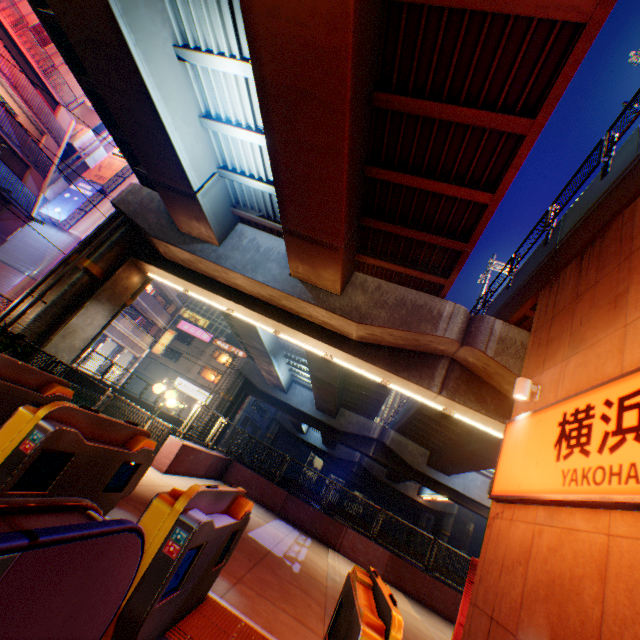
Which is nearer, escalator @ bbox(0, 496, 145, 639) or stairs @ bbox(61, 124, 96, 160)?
escalator @ bbox(0, 496, 145, 639)

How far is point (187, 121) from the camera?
9.38m

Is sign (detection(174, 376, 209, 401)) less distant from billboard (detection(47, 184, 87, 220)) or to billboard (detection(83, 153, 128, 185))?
billboard (detection(47, 184, 87, 220))

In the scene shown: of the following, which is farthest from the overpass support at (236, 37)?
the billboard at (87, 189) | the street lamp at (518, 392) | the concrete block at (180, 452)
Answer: the billboard at (87, 189)

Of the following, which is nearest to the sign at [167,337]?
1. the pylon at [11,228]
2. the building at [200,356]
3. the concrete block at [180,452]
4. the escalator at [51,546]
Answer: the building at [200,356]

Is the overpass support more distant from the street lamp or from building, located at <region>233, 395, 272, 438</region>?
the street lamp

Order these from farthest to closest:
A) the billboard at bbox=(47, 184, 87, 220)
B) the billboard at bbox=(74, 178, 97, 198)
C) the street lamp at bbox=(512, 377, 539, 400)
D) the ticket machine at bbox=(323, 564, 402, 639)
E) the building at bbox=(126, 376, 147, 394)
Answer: the building at bbox=(126, 376, 147, 394), the billboard at bbox=(74, 178, 97, 198), the billboard at bbox=(47, 184, 87, 220), the street lamp at bbox=(512, 377, 539, 400), the ticket machine at bbox=(323, 564, 402, 639)

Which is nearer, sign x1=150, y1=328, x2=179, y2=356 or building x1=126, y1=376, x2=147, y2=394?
sign x1=150, y1=328, x2=179, y2=356
